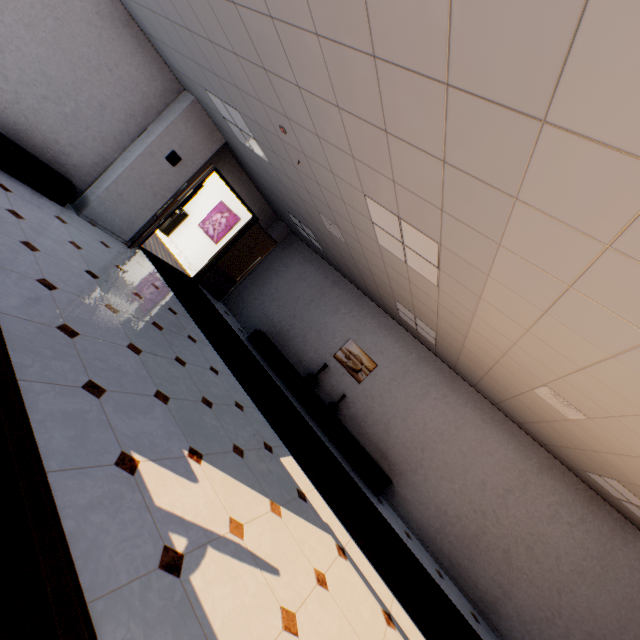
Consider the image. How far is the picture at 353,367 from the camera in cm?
768

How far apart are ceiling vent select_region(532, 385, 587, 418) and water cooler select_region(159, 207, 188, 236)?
11.31m

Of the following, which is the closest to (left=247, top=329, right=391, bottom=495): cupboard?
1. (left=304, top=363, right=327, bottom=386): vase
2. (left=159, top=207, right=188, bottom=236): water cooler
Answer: (left=304, top=363, right=327, bottom=386): vase

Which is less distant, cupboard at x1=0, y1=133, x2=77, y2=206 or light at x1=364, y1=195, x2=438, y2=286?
light at x1=364, y1=195, x2=438, y2=286

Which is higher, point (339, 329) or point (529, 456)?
point (529, 456)

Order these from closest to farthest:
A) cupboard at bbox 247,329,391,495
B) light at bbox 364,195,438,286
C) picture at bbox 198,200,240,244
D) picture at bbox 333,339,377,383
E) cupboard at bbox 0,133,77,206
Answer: light at bbox 364,195,438,286, cupboard at bbox 0,133,77,206, cupboard at bbox 247,329,391,495, picture at bbox 333,339,377,383, picture at bbox 198,200,240,244

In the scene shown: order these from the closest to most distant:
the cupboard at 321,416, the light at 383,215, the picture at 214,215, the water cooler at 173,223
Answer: the light at 383,215 < the cupboard at 321,416 < the picture at 214,215 < the water cooler at 173,223

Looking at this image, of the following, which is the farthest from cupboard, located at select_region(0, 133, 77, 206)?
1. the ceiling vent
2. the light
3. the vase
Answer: the ceiling vent
